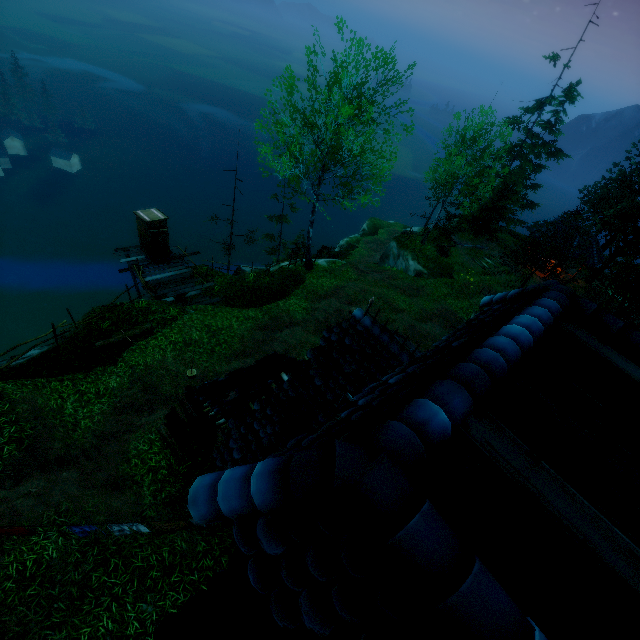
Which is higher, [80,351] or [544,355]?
[544,355]

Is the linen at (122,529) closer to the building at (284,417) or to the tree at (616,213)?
the building at (284,417)

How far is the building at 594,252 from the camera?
27.8 meters

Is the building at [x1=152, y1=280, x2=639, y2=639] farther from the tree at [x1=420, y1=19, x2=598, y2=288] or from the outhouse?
the outhouse

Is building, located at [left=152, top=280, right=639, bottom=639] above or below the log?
above

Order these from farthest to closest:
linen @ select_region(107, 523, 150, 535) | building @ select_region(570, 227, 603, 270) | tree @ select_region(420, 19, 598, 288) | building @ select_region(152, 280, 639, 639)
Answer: building @ select_region(570, 227, 603, 270), tree @ select_region(420, 19, 598, 288), linen @ select_region(107, 523, 150, 535), building @ select_region(152, 280, 639, 639)

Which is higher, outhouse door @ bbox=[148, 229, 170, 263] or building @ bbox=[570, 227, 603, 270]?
building @ bbox=[570, 227, 603, 270]

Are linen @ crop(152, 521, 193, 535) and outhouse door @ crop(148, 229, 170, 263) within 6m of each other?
no
